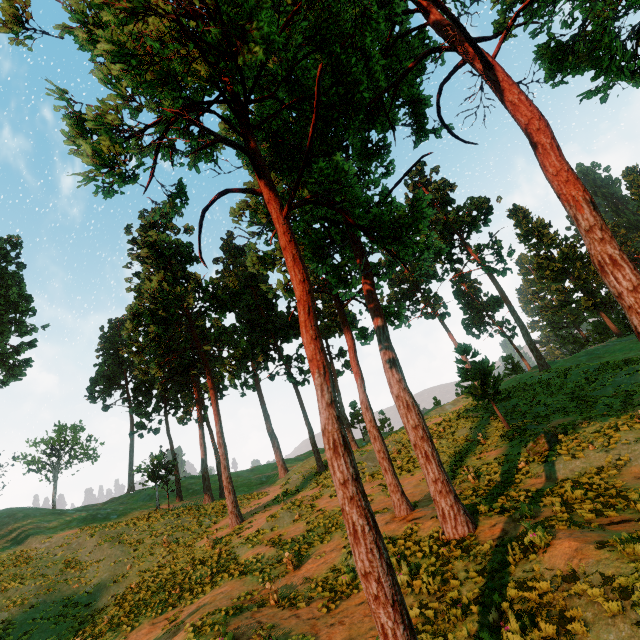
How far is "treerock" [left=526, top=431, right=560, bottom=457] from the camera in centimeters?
1504cm

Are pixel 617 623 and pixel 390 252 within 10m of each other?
yes

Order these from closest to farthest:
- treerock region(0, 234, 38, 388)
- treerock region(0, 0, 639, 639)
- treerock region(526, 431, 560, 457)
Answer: treerock region(0, 0, 639, 639), treerock region(526, 431, 560, 457), treerock region(0, 234, 38, 388)

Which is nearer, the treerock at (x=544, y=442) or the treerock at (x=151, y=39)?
the treerock at (x=151, y=39)

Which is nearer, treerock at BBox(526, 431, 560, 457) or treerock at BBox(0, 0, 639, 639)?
treerock at BBox(0, 0, 639, 639)

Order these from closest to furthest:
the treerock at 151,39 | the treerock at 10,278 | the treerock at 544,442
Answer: the treerock at 151,39 < the treerock at 544,442 < the treerock at 10,278
